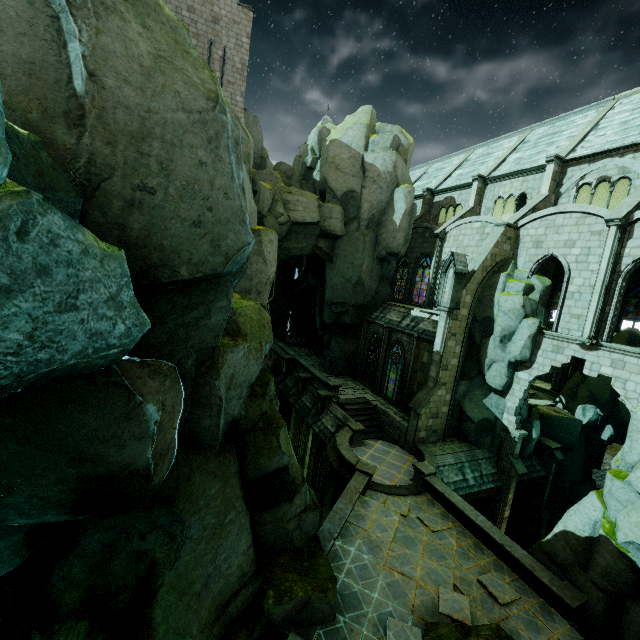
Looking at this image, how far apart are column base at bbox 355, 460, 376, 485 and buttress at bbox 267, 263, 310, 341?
25.24m

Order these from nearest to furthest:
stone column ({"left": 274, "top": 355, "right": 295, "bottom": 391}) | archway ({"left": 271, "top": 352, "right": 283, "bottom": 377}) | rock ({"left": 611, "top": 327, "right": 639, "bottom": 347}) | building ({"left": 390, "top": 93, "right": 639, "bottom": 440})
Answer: building ({"left": 390, "top": 93, "right": 639, "bottom": 440}) < rock ({"left": 611, "top": 327, "right": 639, "bottom": 347}) < stone column ({"left": 274, "top": 355, "right": 295, "bottom": 391}) < archway ({"left": 271, "top": 352, "right": 283, "bottom": 377})

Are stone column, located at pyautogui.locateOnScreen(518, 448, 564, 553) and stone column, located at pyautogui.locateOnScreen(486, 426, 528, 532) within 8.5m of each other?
yes

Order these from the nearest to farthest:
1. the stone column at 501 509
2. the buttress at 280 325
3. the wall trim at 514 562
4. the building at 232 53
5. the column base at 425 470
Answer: the wall trim at 514 562 < the column base at 425 470 < the stone column at 501 509 < the building at 232 53 < the buttress at 280 325

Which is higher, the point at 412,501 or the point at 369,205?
the point at 369,205

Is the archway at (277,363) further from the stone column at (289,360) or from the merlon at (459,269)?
the merlon at (459,269)

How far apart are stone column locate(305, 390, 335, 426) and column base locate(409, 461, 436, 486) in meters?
8.1 m

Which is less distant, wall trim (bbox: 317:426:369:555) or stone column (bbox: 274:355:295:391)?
wall trim (bbox: 317:426:369:555)
